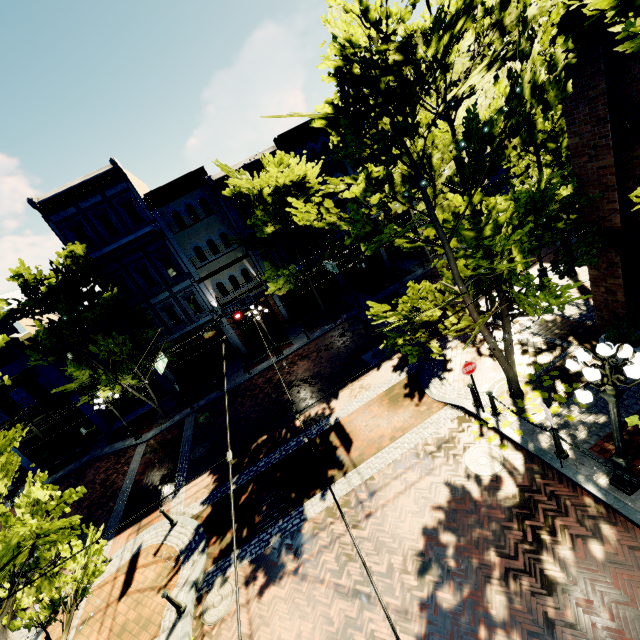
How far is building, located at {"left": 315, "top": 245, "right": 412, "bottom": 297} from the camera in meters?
24.8

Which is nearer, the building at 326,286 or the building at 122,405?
the building at 122,405

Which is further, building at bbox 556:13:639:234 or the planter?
the planter

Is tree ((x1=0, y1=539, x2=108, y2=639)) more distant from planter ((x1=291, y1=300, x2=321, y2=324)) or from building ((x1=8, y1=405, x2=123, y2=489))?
planter ((x1=291, y1=300, x2=321, y2=324))

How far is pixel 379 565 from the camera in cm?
768

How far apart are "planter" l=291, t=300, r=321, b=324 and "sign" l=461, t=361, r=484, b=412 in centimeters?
1577cm

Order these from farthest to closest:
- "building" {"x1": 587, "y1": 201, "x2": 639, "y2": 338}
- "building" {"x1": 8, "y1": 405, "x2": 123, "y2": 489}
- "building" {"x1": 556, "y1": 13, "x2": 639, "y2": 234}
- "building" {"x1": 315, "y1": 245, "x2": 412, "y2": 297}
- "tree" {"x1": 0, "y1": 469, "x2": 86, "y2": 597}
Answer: "building" {"x1": 315, "y1": 245, "x2": 412, "y2": 297} < "building" {"x1": 8, "y1": 405, "x2": 123, "y2": 489} < "building" {"x1": 587, "y1": 201, "x2": 639, "y2": 338} < "building" {"x1": 556, "y1": 13, "x2": 639, "y2": 234} < "tree" {"x1": 0, "y1": 469, "x2": 86, "y2": 597}

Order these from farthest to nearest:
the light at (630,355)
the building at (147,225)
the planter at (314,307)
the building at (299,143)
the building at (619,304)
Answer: the planter at (314,307), the building at (299,143), the building at (147,225), the building at (619,304), the light at (630,355)
